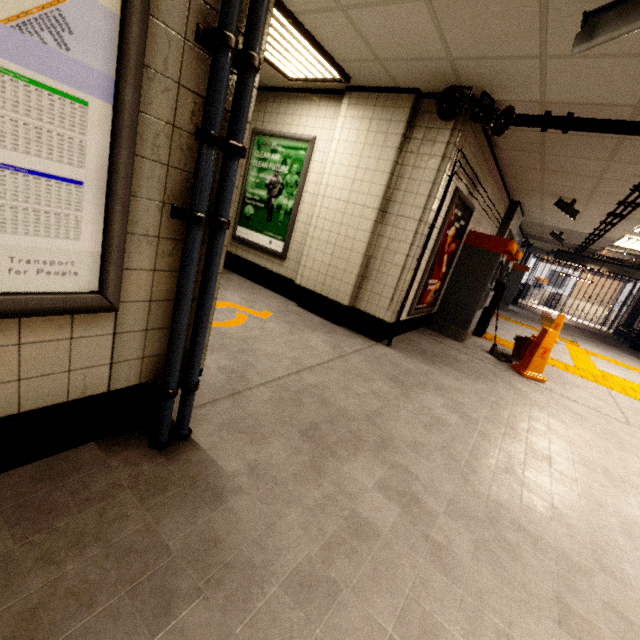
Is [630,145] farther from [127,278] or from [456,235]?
[127,278]

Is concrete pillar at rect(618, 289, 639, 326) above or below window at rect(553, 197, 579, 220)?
below

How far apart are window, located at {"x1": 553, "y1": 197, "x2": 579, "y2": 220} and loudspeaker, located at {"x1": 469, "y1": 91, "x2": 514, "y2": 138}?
3.8m

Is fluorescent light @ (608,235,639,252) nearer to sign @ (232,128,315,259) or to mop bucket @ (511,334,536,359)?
mop bucket @ (511,334,536,359)

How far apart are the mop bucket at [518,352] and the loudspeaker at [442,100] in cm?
342

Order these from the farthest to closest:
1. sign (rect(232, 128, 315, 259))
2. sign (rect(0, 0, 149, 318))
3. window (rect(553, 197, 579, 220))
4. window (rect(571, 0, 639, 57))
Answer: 1. window (rect(553, 197, 579, 220))
2. sign (rect(232, 128, 315, 259))
3. window (rect(571, 0, 639, 57))
4. sign (rect(0, 0, 149, 318))

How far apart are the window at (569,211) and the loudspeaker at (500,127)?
3.8m

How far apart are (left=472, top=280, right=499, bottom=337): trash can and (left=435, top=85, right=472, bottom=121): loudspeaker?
3.6 meters
